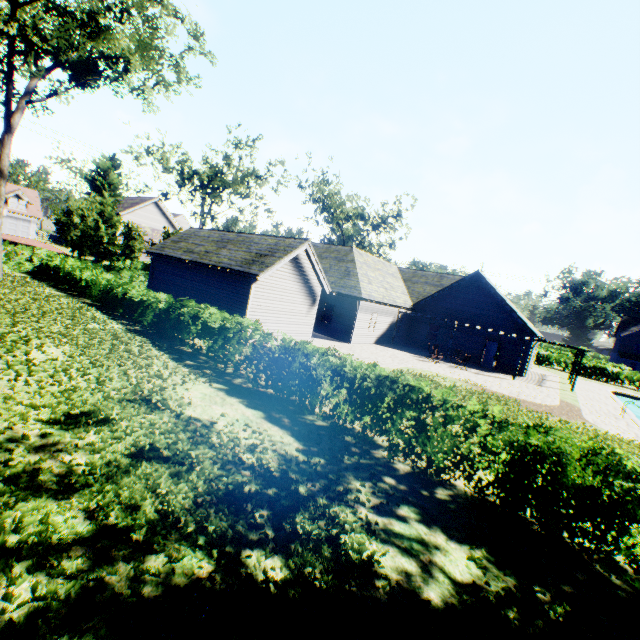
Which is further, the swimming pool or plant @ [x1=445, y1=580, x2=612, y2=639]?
the swimming pool

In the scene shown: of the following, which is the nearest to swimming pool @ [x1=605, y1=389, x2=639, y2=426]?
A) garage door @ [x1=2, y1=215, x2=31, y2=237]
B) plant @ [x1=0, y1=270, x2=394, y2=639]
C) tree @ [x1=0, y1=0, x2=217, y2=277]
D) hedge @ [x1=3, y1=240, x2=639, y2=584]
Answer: plant @ [x1=0, y1=270, x2=394, y2=639]

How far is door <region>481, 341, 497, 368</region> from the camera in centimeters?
2602cm

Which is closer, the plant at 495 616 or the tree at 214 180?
the plant at 495 616

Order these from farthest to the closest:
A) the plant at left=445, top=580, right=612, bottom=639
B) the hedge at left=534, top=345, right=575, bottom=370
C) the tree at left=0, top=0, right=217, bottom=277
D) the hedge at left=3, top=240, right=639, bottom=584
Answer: the hedge at left=534, top=345, right=575, bottom=370
the tree at left=0, top=0, right=217, bottom=277
the hedge at left=3, top=240, right=639, bottom=584
the plant at left=445, top=580, right=612, bottom=639

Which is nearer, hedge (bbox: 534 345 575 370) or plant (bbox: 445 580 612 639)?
plant (bbox: 445 580 612 639)

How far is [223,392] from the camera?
8.6 meters

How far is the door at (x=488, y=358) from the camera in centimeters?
2602cm
